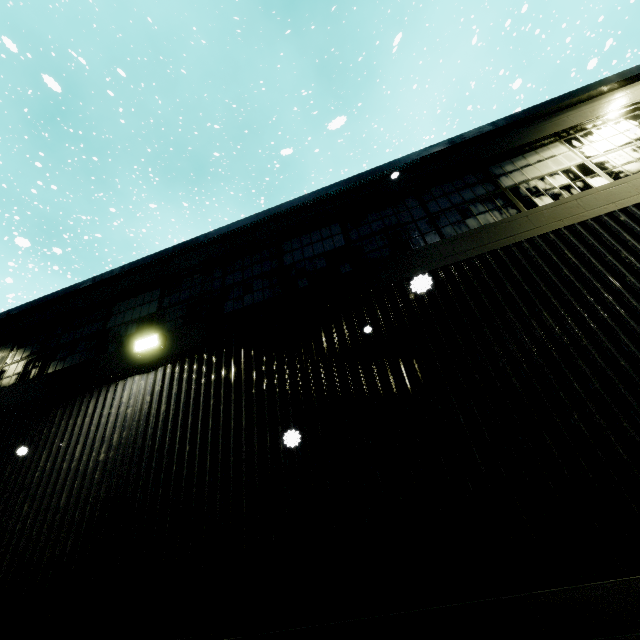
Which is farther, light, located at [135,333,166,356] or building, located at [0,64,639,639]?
light, located at [135,333,166,356]

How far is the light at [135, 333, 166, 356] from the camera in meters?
5.3 m

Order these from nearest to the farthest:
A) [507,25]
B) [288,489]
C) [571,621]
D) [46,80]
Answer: [571,621], [46,80], [288,489], [507,25]

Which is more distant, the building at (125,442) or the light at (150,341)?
the light at (150,341)

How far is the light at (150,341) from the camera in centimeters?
532cm
